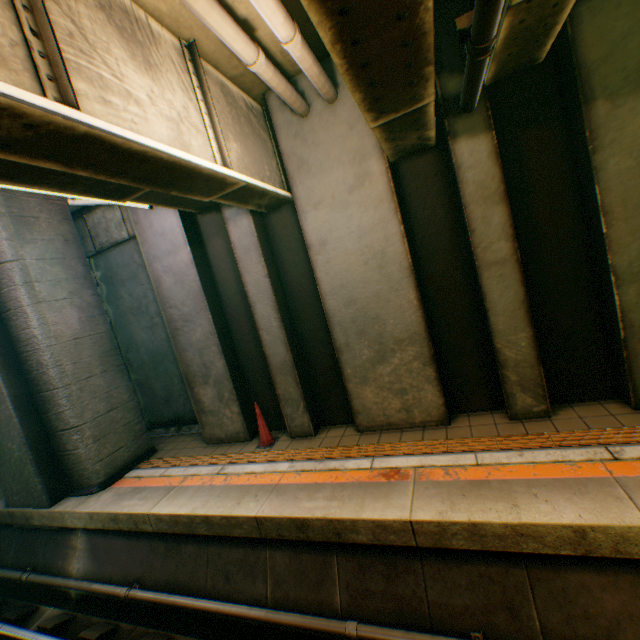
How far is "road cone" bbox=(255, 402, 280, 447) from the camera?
6.1m

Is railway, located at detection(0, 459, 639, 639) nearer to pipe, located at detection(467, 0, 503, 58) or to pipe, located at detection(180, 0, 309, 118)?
pipe, located at detection(467, 0, 503, 58)

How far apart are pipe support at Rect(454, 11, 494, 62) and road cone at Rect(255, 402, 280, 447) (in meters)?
5.74

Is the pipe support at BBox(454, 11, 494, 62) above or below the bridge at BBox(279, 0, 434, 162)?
above

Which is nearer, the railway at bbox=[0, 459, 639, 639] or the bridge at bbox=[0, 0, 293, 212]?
the bridge at bbox=[0, 0, 293, 212]

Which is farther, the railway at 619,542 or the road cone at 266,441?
the road cone at 266,441

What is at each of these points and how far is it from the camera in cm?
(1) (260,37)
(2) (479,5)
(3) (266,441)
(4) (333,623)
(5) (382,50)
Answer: (1) bridge, 388
(2) pipe, 234
(3) road cone, 607
(4) pipe, 354
(5) bridge, 224

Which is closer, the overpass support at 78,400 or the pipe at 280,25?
the pipe at 280,25
